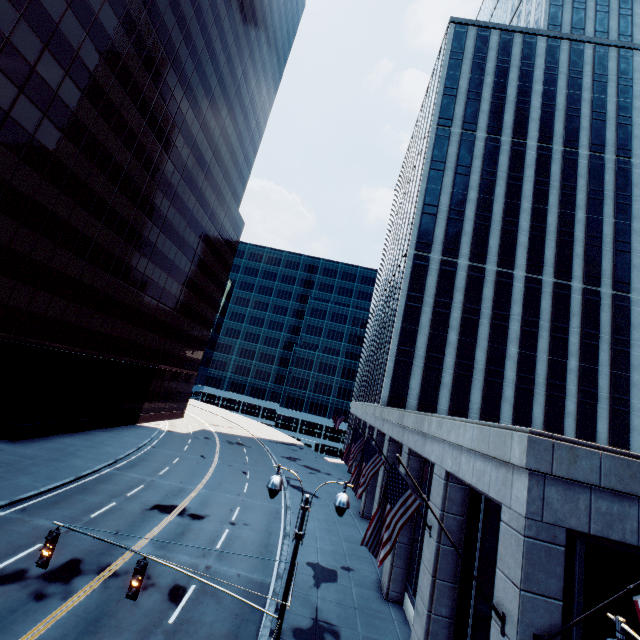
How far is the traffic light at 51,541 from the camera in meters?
8.3

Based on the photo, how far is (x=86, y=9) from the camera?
25.0 meters

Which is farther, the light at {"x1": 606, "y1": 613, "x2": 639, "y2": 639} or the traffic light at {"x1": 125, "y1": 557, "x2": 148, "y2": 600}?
the traffic light at {"x1": 125, "y1": 557, "x2": 148, "y2": 600}

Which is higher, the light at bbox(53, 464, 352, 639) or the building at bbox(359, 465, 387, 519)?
the light at bbox(53, 464, 352, 639)

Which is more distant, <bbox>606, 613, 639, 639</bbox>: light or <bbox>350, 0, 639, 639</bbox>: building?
<bbox>350, 0, 639, 639</bbox>: building

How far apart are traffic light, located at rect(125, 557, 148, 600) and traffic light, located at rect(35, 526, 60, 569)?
2.3m

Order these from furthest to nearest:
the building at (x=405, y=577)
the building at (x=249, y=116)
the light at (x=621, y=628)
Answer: the building at (x=249, y=116), the building at (x=405, y=577), the light at (x=621, y=628)
